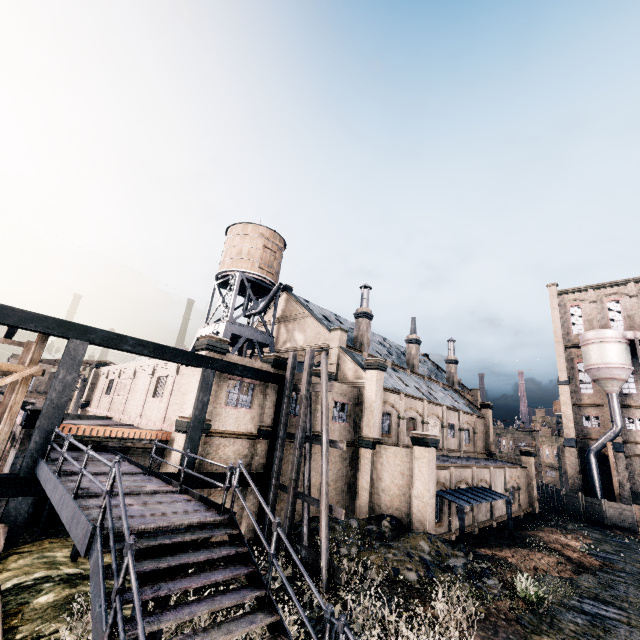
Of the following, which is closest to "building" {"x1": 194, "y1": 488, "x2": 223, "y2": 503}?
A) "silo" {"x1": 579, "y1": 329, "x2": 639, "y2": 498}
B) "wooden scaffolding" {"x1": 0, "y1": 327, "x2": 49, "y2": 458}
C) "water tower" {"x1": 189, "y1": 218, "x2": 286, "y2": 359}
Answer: "silo" {"x1": 579, "y1": 329, "x2": 639, "y2": 498}

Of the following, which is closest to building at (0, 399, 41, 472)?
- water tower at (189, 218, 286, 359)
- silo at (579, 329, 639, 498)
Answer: silo at (579, 329, 639, 498)

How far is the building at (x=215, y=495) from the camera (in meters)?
17.22

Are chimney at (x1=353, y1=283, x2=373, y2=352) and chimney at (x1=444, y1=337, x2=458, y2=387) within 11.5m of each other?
no

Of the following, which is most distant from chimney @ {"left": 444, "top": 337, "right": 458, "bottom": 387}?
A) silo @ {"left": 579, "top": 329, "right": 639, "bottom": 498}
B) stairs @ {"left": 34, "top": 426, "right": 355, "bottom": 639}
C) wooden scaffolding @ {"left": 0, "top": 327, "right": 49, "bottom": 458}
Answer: wooden scaffolding @ {"left": 0, "top": 327, "right": 49, "bottom": 458}

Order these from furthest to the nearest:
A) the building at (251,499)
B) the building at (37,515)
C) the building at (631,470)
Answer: the building at (631,470), the building at (251,499), the building at (37,515)

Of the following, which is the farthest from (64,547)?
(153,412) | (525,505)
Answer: (525,505)

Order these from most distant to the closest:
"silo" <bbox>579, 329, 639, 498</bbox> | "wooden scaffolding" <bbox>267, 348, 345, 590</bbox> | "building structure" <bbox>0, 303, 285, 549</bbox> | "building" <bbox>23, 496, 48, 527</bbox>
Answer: "silo" <bbox>579, 329, 639, 498</bbox>
"building" <bbox>23, 496, 48, 527</bbox>
"wooden scaffolding" <bbox>267, 348, 345, 590</bbox>
"building structure" <bbox>0, 303, 285, 549</bbox>
